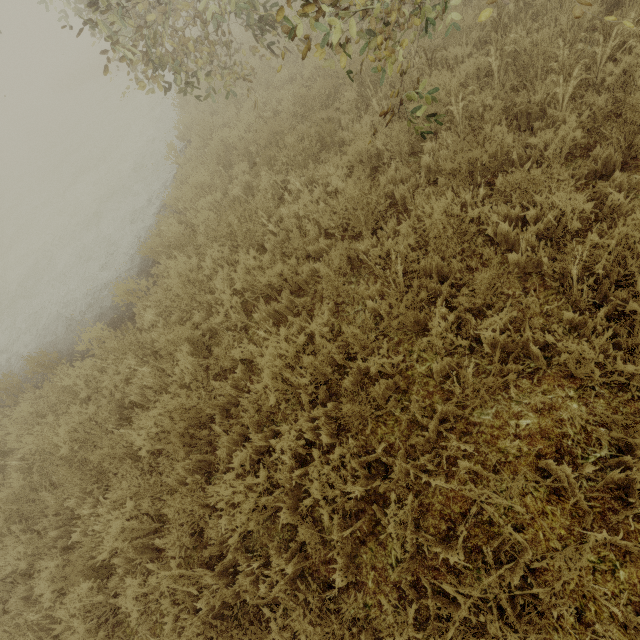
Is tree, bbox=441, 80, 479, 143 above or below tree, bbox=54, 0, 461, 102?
below

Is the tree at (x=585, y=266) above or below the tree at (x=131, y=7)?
below

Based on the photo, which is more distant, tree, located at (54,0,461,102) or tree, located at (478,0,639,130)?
tree, located at (478,0,639,130)

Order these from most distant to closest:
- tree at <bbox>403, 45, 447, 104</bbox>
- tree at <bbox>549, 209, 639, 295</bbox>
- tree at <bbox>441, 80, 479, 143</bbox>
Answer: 1. tree at <bbox>441, 80, 479, 143</bbox>
2. tree at <bbox>403, 45, 447, 104</bbox>
3. tree at <bbox>549, 209, 639, 295</bbox>

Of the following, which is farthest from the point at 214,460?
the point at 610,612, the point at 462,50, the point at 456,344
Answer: the point at 462,50

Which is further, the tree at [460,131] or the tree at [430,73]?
the tree at [460,131]
